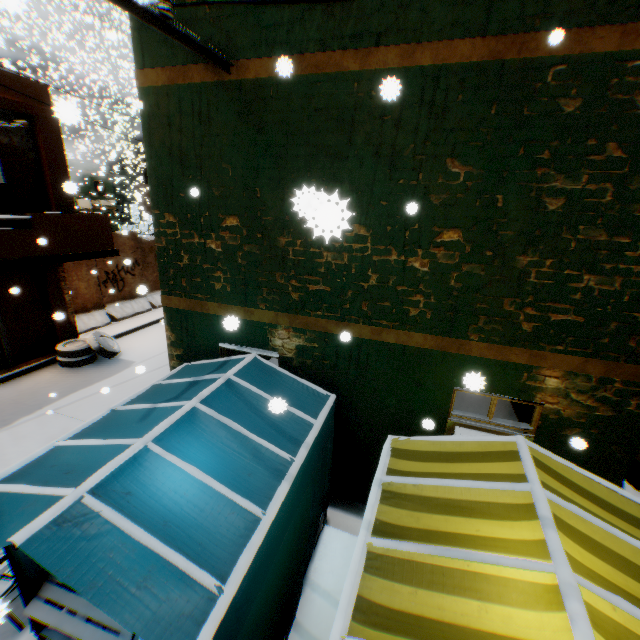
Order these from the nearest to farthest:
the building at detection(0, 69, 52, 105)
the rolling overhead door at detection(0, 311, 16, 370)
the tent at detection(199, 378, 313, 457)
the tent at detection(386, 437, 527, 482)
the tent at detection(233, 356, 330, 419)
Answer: the tent at detection(386, 437, 527, 482)
the tent at detection(199, 378, 313, 457)
the tent at detection(233, 356, 330, 419)
the building at detection(0, 69, 52, 105)
the rolling overhead door at detection(0, 311, 16, 370)

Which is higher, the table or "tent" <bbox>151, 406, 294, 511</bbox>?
"tent" <bbox>151, 406, 294, 511</bbox>

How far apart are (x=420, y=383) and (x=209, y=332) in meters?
3.5 m

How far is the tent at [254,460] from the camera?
2.99m

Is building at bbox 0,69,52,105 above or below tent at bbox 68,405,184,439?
above

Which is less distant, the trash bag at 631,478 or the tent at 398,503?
the tent at 398,503

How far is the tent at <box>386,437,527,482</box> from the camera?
2.96m

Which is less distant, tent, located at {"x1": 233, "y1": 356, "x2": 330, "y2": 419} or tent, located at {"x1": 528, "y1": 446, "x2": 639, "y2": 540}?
tent, located at {"x1": 528, "y1": 446, "x2": 639, "y2": 540}
